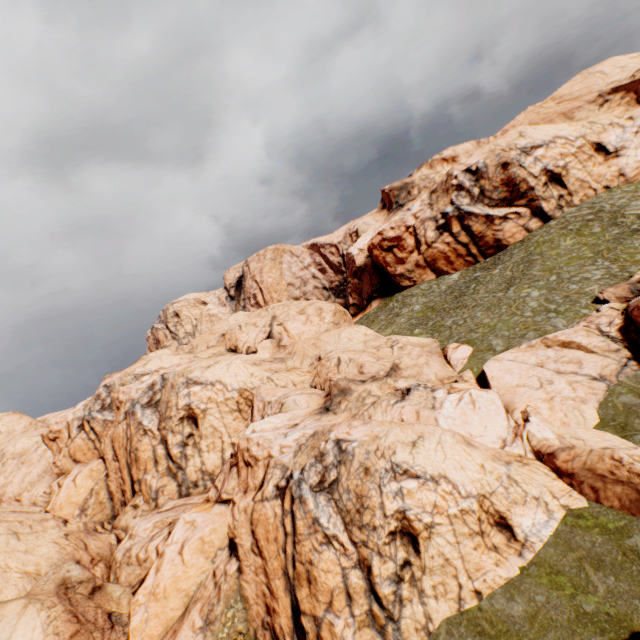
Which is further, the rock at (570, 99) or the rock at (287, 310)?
the rock at (570, 99)

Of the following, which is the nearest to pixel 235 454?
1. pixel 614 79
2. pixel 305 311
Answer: pixel 305 311

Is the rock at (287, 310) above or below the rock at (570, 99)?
below

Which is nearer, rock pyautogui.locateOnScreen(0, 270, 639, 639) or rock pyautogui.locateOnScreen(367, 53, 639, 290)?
rock pyautogui.locateOnScreen(0, 270, 639, 639)

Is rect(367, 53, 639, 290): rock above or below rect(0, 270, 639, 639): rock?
above
